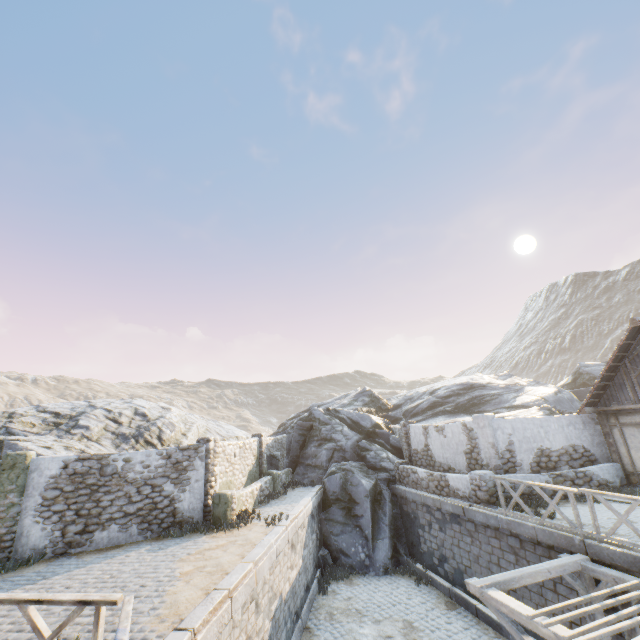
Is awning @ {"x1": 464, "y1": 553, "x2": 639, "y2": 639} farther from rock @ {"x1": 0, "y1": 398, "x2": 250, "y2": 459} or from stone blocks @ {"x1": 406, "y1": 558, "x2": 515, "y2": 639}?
rock @ {"x1": 0, "y1": 398, "x2": 250, "y2": 459}

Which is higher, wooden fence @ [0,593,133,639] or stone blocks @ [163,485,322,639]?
wooden fence @ [0,593,133,639]

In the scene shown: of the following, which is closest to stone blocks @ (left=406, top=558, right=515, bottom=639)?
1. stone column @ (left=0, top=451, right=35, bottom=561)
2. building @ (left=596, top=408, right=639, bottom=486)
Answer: building @ (left=596, top=408, right=639, bottom=486)

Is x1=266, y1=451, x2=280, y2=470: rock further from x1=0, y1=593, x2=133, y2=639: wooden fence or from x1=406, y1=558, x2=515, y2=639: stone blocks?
x1=0, y1=593, x2=133, y2=639: wooden fence

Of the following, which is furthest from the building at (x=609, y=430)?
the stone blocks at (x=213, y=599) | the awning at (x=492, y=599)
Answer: the awning at (x=492, y=599)

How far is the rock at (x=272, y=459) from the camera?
19.6 meters

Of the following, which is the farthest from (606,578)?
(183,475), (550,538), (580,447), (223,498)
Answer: (183,475)

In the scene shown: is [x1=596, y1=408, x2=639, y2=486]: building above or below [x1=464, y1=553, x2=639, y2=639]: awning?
above
